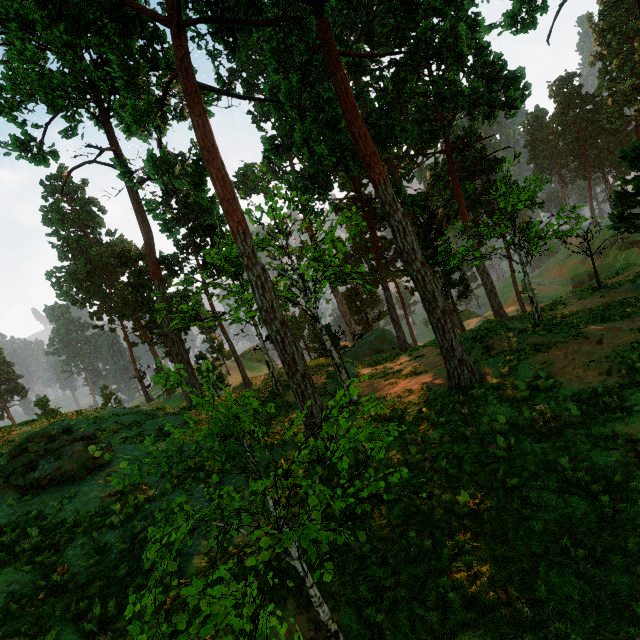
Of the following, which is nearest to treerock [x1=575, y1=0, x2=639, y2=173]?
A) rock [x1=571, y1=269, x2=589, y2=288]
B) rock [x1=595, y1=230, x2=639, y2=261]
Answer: rock [x1=595, y1=230, x2=639, y2=261]

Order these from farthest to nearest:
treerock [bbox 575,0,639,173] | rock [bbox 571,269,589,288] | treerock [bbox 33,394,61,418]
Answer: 1. rock [bbox 571,269,589,288]
2. treerock [bbox 33,394,61,418]
3. treerock [bbox 575,0,639,173]

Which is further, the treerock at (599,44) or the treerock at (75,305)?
the treerock at (599,44)

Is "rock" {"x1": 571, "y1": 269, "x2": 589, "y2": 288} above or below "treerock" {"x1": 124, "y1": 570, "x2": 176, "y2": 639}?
below

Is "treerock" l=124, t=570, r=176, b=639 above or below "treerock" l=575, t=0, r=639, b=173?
below

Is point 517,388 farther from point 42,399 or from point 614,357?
point 42,399

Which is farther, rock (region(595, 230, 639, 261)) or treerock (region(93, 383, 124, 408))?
rock (region(595, 230, 639, 261))

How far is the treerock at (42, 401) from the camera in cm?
4388
